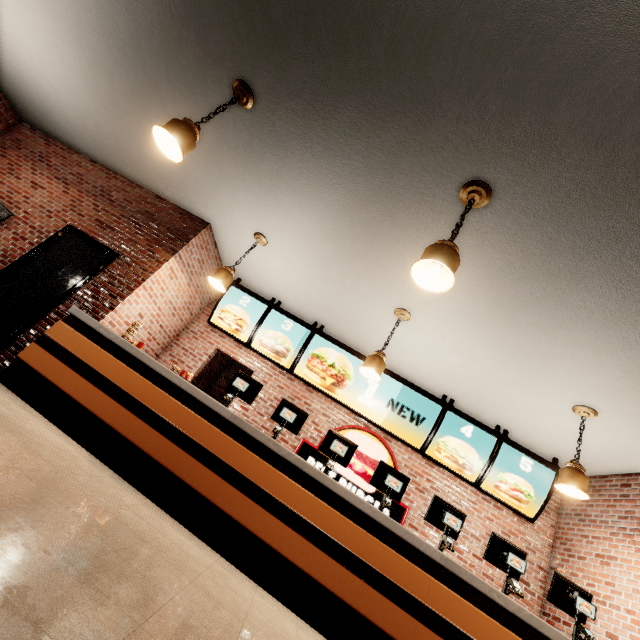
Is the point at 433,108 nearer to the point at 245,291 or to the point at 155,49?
the point at 155,49
